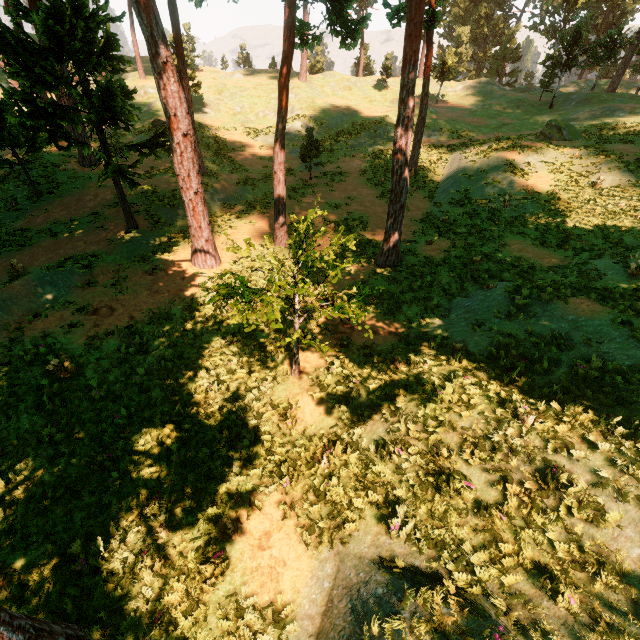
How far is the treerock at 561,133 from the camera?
25.1m

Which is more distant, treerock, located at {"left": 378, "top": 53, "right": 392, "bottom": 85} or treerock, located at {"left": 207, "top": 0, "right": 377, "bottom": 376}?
treerock, located at {"left": 378, "top": 53, "right": 392, "bottom": 85}

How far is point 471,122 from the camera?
33.8 meters

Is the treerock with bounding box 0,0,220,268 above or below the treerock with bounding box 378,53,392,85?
below

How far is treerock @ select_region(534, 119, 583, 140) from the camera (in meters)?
25.07

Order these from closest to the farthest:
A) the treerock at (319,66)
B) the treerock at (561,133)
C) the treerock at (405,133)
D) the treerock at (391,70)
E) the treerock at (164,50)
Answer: the treerock at (319,66) → the treerock at (164,50) → the treerock at (405,133) → the treerock at (561,133) → the treerock at (391,70)
